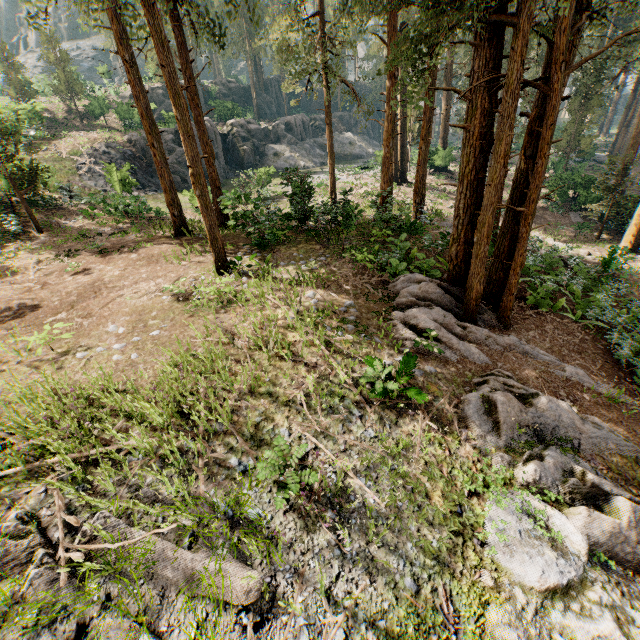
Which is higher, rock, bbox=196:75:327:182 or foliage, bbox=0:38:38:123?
foliage, bbox=0:38:38:123

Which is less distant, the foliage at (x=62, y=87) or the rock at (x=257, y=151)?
the foliage at (x=62, y=87)

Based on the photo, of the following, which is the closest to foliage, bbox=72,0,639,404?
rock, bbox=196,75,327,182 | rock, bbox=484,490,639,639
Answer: rock, bbox=484,490,639,639

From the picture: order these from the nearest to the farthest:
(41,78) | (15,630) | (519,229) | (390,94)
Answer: (15,630) < (519,229) < (390,94) < (41,78)

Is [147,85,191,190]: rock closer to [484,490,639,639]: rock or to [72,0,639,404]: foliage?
[72,0,639,404]: foliage

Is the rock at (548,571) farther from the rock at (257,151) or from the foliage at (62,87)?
the rock at (257,151)

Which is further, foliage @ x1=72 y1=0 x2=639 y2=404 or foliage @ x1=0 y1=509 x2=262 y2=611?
foliage @ x1=72 y1=0 x2=639 y2=404
